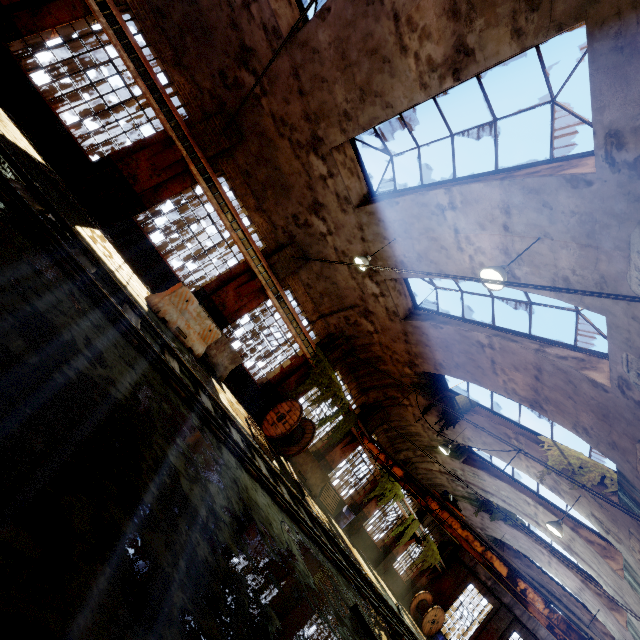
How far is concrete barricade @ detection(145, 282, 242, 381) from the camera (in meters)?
8.29

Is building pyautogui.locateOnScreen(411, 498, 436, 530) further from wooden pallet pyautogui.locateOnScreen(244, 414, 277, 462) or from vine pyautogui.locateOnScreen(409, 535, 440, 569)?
wooden pallet pyautogui.locateOnScreen(244, 414, 277, 462)

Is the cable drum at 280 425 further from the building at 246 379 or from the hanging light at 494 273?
the hanging light at 494 273

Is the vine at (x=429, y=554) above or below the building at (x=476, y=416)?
below

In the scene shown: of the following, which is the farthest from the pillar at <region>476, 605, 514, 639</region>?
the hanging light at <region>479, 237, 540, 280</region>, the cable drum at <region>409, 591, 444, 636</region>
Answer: the hanging light at <region>479, 237, 540, 280</region>

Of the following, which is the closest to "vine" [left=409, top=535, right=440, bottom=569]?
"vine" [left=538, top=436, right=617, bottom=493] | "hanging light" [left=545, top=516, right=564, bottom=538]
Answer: "hanging light" [left=545, top=516, right=564, bottom=538]

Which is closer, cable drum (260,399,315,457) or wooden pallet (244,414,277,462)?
wooden pallet (244,414,277,462)

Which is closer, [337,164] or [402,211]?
[402,211]
